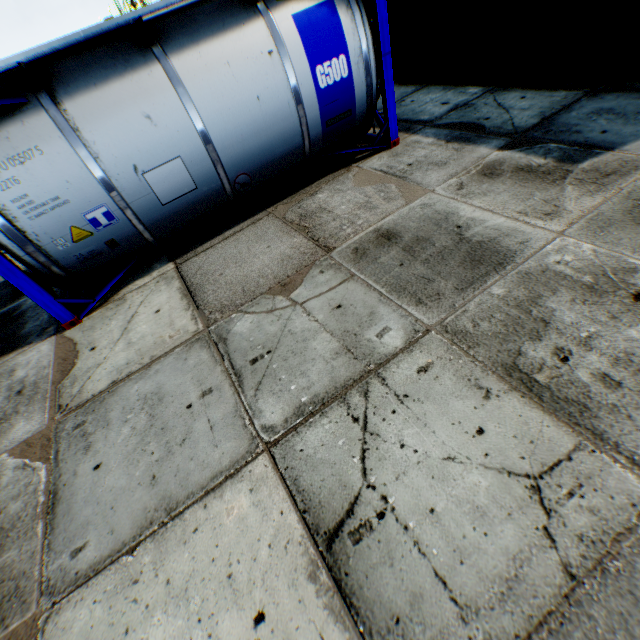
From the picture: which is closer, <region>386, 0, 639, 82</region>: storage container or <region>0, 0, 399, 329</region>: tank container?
<region>0, 0, 399, 329</region>: tank container

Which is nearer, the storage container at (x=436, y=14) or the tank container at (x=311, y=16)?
the tank container at (x=311, y=16)

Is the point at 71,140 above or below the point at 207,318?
above
